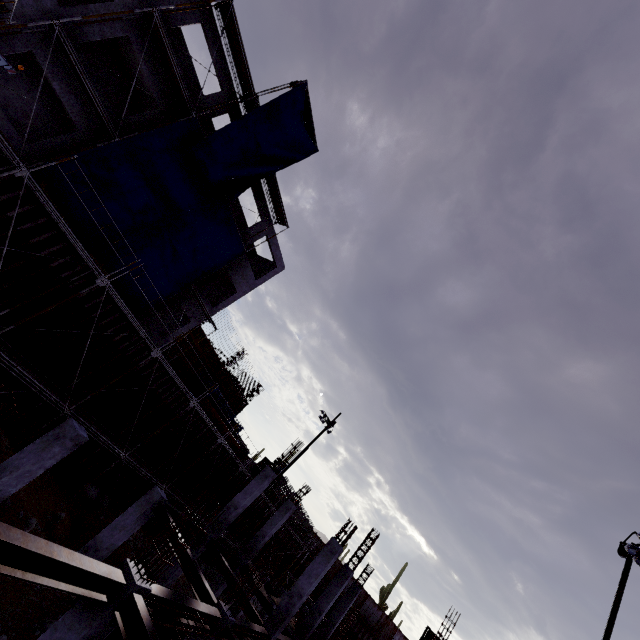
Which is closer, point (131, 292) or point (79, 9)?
point (79, 9)

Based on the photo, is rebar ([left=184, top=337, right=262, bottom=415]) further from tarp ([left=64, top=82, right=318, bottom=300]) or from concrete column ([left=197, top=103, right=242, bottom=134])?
tarp ([left=64, top=82, right=318, bottom=300])

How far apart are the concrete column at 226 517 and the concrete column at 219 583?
4.3 meters

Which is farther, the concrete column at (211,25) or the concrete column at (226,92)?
the concrete column at (226,92)

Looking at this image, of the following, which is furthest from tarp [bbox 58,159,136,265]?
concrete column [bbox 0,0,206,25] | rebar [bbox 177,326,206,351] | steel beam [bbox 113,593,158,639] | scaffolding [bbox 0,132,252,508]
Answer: steel beam [bbox 113,593,158,639]

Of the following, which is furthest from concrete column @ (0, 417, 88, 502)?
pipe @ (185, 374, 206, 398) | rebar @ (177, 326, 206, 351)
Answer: pipe @ (185, 374, 206, 398)

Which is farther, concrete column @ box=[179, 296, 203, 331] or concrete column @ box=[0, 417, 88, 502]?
concrete column @ box=[179, 296, 203, 331]

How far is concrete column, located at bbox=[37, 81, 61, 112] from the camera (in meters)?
16.22
